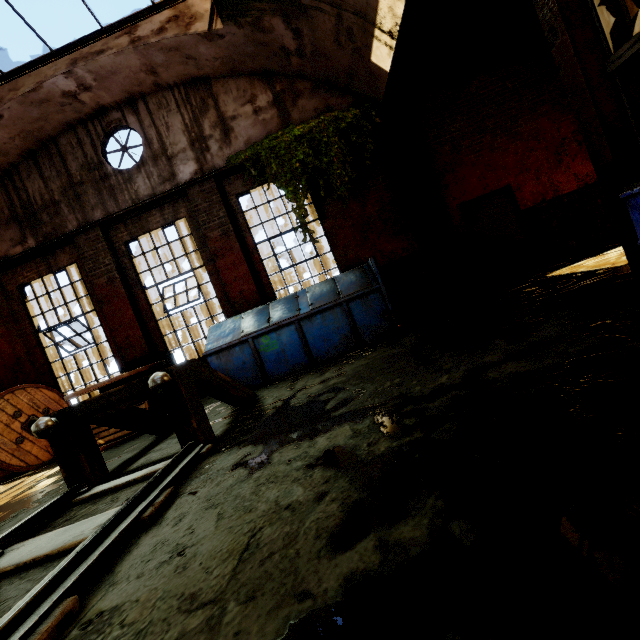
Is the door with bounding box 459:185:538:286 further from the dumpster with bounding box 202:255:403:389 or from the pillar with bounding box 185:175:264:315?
the pillar with bounding box 185:175:264:315

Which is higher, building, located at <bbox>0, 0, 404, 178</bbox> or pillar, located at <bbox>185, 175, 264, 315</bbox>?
building, located at <bbox>0, 0, 404, 178</bbox>

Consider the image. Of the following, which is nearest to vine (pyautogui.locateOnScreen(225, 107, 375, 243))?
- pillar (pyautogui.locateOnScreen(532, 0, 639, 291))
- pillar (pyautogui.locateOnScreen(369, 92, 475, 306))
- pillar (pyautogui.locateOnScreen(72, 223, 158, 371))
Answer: pillar (pyautogui.locateOnScreen(369, 92, 475, 306))

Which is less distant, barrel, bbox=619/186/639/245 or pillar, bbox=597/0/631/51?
barrel, bbox=619/186/639/245

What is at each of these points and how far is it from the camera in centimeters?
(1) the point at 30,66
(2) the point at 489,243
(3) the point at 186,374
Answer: (1) window frame, 685cm
(2) door, 798cm
(3) rail track end, 364cm

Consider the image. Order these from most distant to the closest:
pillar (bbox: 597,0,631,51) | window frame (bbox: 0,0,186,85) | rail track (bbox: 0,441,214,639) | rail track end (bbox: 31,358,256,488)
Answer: window frame (bbox: 0,0,186,85), rail track end (bbox: 31,358,256,488), pillar (bbox: 597,0,631,51), rail track (bbox: 0,441,214,639)

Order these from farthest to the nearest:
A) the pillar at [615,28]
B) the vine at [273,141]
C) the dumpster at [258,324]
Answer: the vine at [273,141]
the dumpster at [258,324]
the pillar at [615,28]

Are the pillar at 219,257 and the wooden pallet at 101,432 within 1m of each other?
yes
